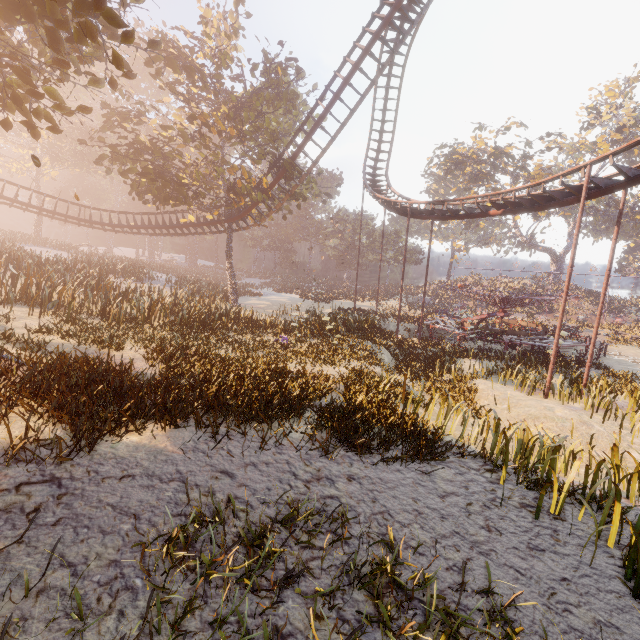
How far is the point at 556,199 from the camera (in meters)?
14.38

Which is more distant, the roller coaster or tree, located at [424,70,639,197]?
tree, located at [424,70,639,197]

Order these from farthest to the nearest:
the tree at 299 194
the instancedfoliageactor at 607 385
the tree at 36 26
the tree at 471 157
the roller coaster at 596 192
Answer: the tree at 471 157, the tree at 299 194, the roller coaster at 596 192, the instancedfoliageactor at 607 385, the tree at 36 26

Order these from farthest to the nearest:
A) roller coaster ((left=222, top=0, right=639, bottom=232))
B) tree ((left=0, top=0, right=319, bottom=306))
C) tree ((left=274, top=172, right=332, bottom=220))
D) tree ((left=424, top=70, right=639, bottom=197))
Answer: tree ((left=424, top=70, right=639, bottom=197)) < tree ((left=274, top=172, right=332, bottom=220)) < roller coaster ((left=222, top=0, right=639, bottom=232)) < tree ((left=0, top=0, right=319, bottom=306))

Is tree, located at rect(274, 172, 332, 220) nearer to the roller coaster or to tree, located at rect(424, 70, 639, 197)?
the roller coaster

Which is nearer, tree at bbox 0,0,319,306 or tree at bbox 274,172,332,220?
tree at bbox 0,0,319,306

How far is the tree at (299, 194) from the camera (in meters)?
23.51

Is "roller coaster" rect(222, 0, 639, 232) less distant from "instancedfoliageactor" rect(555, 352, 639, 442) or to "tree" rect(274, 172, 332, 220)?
"tree" rect(274, 172, 332, 220)
